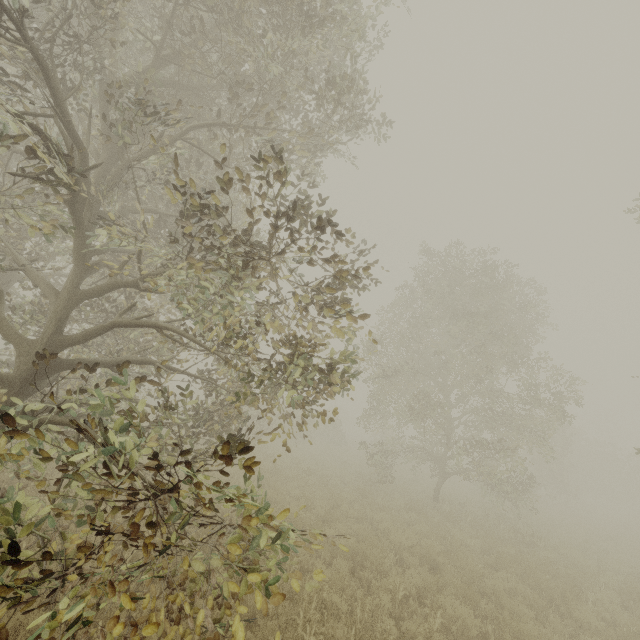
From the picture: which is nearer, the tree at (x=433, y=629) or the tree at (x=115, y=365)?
the tree at (x=115, y=365)

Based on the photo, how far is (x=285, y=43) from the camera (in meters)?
5.89

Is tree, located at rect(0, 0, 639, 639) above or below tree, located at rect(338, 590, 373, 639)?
above

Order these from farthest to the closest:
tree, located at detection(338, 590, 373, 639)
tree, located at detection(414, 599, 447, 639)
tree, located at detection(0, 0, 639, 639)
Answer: tree, located at detection(414, 599, 447, 639), tree, located at detection(338, 590, 373, 639), tree, located at detection(0, 0, 639, 639)

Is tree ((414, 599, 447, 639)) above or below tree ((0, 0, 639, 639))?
below

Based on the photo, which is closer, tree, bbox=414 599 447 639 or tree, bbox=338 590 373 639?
tree, bbox=338 590 373 639

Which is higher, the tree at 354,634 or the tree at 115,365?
the tree at 115,365
